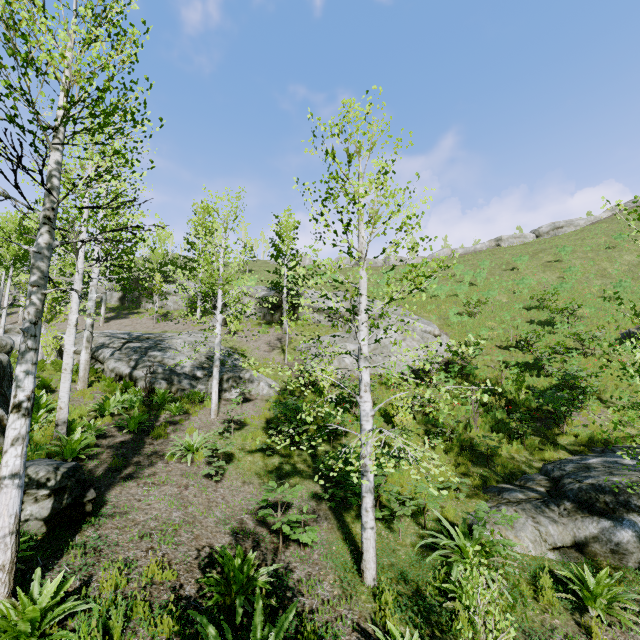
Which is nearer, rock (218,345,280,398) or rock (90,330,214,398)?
rock (90,330,214,398)

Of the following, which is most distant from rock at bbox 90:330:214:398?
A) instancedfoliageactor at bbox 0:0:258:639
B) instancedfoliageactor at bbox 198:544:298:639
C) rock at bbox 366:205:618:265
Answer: rock at bbox 366:205:618:265

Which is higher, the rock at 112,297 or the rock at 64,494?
the rock at 112,297

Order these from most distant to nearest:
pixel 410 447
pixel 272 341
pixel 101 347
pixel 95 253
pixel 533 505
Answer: pixel 272 341
pixel 101 347
pixel 95 253
pixel 410 447
pixel 533 505

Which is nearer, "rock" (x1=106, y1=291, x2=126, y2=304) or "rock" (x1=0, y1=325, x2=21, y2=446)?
"rock" (x1=0, y1=325, x2=21, y2=446)

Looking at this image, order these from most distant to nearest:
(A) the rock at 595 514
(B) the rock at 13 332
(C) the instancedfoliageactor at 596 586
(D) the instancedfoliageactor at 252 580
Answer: (B) the rock at 13 332
(A) the rock at 595 514
(C) the instancedfoliageactor at 596 586
(D) the instancedfoliageactor at 252 580

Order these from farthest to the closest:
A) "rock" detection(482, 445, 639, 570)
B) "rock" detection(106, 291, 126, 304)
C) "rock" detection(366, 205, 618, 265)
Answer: "rock" detection(366, 205, 618, 265) < "rock" detection(106, 291, 126, 304) < "rock" detection(482, 445, 639, 570)

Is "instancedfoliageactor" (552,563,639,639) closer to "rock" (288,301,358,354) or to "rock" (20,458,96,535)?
"rock" (20,458,96,535)
